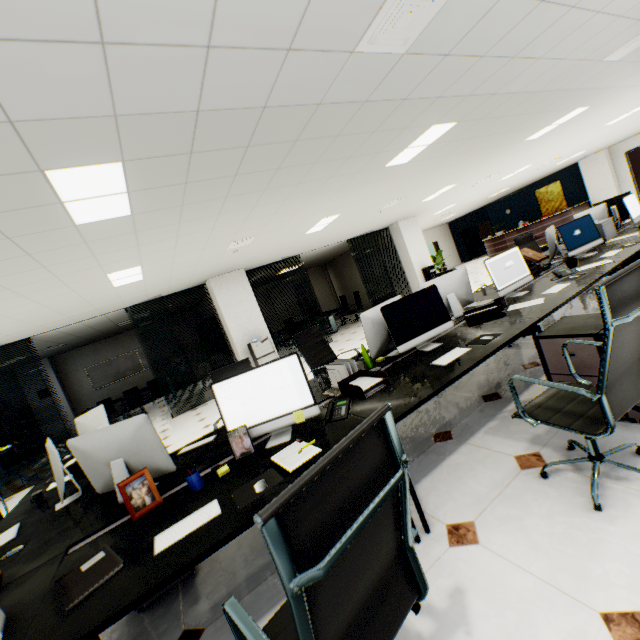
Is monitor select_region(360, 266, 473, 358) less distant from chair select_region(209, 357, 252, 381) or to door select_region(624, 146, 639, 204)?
chair select_region(209, 357, 252, 381)

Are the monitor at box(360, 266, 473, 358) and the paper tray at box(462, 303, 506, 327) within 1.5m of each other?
yes

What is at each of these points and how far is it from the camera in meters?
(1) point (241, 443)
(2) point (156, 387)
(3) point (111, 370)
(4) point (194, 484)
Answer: (1) picture frame, 2.1
(2) chair, 10.6
(3) marker, 12.5
(4) pencil, 1.9

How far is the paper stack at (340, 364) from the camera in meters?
2.6 m

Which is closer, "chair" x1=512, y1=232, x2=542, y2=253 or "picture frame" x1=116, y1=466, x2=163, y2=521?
"picture frame" x1=116, y1=466, x2=163, y2=521

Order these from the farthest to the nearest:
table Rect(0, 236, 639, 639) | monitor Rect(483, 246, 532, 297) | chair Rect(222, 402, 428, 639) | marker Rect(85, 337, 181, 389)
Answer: marker Rect(85, 337, 181, 389) → monitor Rect(483, 246, 532, 297) → table Rect(0, 236, 639, 639) → chair Rect(222, 402, 428, 639)

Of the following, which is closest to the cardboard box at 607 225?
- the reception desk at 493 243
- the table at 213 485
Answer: the table at 213 485

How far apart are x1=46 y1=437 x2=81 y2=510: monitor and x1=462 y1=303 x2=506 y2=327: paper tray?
3.61m
